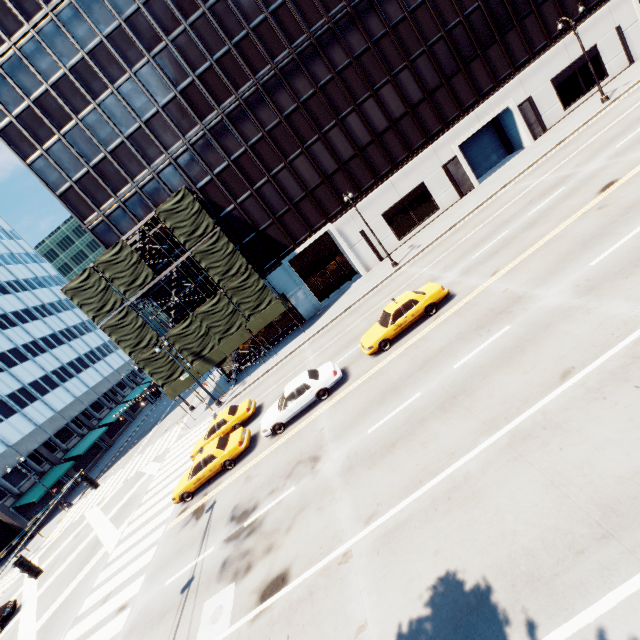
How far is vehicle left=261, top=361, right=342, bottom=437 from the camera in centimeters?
1634cm

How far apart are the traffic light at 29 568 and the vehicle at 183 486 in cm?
697

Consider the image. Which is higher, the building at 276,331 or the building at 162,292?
the building at 162,292

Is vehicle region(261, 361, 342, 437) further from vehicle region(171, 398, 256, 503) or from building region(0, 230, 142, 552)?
building region(0, 230, 142, 552)

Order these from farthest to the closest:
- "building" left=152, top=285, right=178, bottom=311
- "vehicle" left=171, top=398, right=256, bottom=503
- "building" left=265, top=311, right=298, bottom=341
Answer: "building" left=265, top=311, right=298, bottom=341
"building" left=152, top=285, right=178, bottom=311
"vehicle" left=171, top=398, right=256, bottom=503

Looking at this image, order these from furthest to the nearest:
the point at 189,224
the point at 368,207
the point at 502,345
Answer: the point at 368,207 → the point at 189,224 → the point at 502,345

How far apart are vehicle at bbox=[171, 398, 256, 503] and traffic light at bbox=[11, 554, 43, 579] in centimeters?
697cm

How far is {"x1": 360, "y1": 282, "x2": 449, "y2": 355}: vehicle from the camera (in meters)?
16.12
